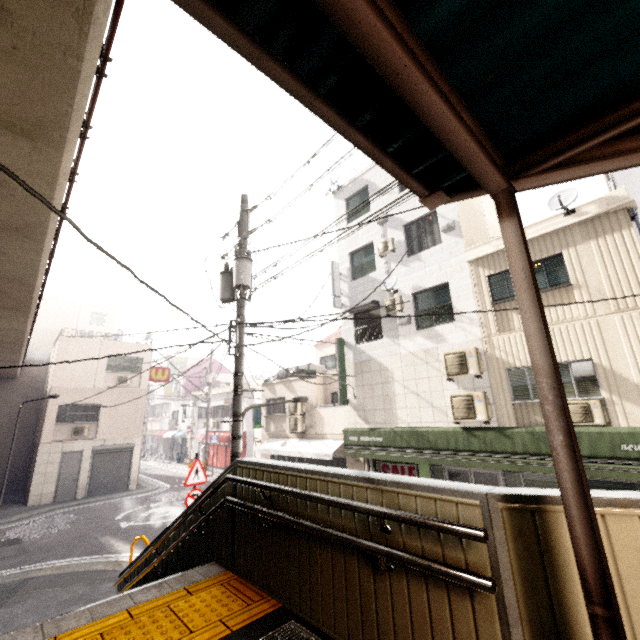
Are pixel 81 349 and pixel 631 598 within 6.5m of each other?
no

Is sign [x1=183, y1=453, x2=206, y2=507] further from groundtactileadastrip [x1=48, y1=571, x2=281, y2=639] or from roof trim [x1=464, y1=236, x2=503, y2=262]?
roof trim [x1=464, y1=236, x2=503, y2=262]

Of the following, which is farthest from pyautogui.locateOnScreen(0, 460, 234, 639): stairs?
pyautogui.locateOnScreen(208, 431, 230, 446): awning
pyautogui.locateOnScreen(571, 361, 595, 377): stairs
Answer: pyautogui.locateOnScreen(208, 431, 230, 446): awning

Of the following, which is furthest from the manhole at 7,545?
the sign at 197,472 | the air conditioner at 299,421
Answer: the air conditioner at 299,421

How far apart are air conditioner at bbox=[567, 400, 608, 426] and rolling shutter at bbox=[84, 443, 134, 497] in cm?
2186

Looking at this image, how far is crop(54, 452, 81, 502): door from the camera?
17.27m

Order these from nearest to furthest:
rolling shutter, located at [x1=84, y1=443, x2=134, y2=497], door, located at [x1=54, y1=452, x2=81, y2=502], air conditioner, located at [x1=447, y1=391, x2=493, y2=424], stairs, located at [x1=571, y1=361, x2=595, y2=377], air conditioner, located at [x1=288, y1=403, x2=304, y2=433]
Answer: stairs, located at [x1=571, y1=361, x2=595, y2=377] → air conditioner, located at [x1=447, y1=391, x2=493, y2=424] → air conditioner, located at [x1=288, y1=403, x2=304, y2=433] → door, located at [x1=54, y1=452, x2=81, y2=502] → rolling shutter, located at [x1=84, y1=443, x2=134, y2=497]

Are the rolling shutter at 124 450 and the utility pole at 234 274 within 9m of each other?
no
